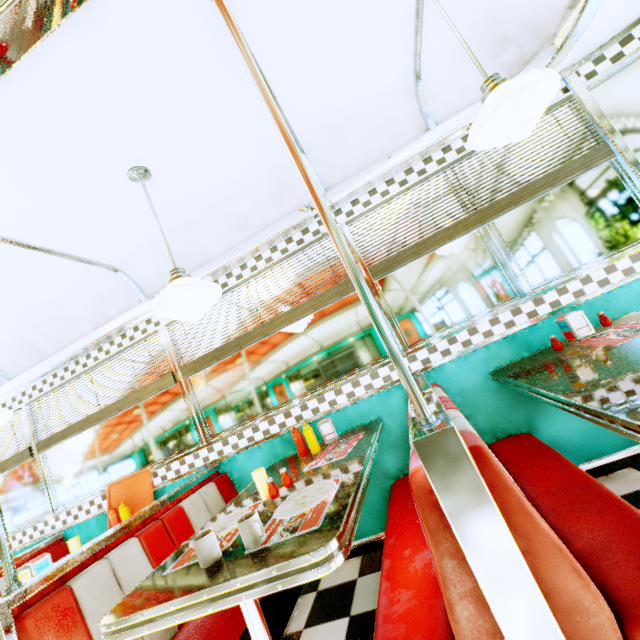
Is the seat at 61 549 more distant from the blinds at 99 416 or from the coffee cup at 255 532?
the coffee cup at 255 532

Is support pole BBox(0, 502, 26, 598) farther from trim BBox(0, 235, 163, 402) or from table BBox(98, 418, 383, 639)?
table BBox(98, 418, 383, 639)

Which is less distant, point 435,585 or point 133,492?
point 435,585

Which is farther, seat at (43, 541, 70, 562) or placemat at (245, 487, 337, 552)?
seat at (43, 541, 70, 562)

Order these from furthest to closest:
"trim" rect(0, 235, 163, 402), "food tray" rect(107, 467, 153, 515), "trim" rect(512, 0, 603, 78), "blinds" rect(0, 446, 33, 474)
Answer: "blinds" rect(0, 446, 33, 474) → "food tray" rect(107, 467, 153, 515) → "trim" rect(0, 235, 163, 402) → "trim" rect(512, 0, 603, 78)

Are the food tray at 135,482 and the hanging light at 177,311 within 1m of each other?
no

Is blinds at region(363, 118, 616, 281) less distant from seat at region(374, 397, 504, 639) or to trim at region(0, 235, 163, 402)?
trim at region(0, 235, 163, 402)

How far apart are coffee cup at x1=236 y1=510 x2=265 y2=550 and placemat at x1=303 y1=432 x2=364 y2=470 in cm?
75
